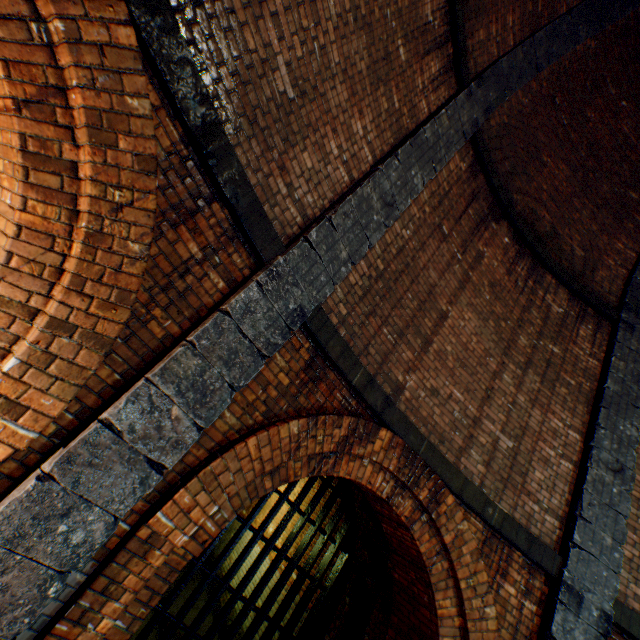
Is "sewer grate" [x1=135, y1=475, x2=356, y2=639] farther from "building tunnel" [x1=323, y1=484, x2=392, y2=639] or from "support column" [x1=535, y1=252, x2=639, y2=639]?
"support column" [x1=535, y1=252, x2=639, y2=639]

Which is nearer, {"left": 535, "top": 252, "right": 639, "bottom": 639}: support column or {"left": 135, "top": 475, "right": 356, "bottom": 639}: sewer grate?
{"left": 535, "top": 252, "right": 639, "bottom": 639}: support column

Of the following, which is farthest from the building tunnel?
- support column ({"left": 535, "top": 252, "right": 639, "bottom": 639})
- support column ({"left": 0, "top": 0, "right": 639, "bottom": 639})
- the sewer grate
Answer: support column ({"left": 0, "top": 0, "right": 639, "bottom": 639})

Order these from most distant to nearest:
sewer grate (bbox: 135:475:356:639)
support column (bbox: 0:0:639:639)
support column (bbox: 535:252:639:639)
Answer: sewer grate (bbox: 135:475:356:639) < support column (bbox: 535:252:639:639) < support column (bbox: 0:0:639:639)

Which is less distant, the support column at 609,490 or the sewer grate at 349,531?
the support column at 609,490

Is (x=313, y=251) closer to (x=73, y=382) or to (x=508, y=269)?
(x=73, y=382)

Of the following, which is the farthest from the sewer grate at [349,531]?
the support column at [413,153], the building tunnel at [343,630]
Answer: the support column at [413,153]

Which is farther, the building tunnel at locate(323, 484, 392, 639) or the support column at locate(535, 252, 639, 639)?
the building tunnel at locate(323, 484, 392, 639)
